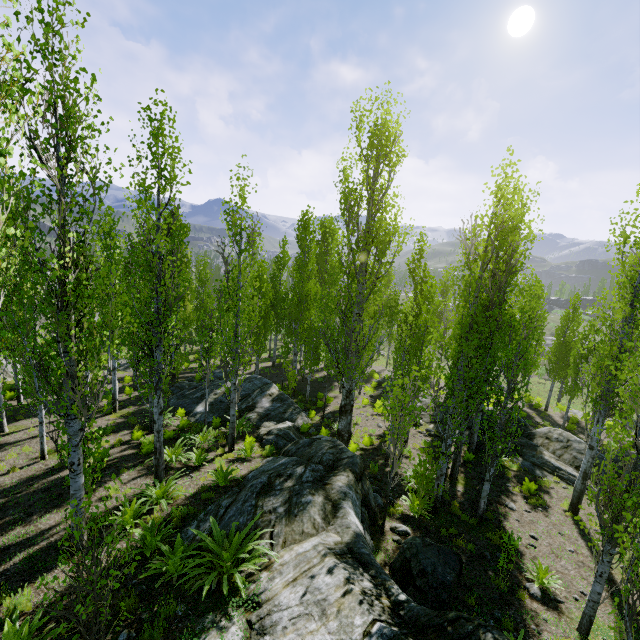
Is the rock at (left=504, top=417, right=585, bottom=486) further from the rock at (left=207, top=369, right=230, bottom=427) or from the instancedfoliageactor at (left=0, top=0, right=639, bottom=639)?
the rock at (left=207, top=369, right=230, bottom=427)

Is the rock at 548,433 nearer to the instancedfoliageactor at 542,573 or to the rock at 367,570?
the instancedfoliageactor at 542,573

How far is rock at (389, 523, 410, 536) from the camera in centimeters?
910cm

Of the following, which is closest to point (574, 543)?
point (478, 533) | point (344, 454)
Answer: point (478, 533)

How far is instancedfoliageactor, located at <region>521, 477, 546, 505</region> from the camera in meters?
11.5

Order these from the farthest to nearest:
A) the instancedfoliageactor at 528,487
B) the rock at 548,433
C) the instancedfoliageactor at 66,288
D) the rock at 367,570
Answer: the rock at 548,433 < the instancedfoliageactor at 528,487 < the instancedfoliageactor at 66,288 < the rock at 367,570

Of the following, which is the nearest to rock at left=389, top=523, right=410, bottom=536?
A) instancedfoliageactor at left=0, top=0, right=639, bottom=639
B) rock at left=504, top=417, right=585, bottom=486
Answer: instancedfoliageactor at left=0, top=0, right=639, bottom=639
